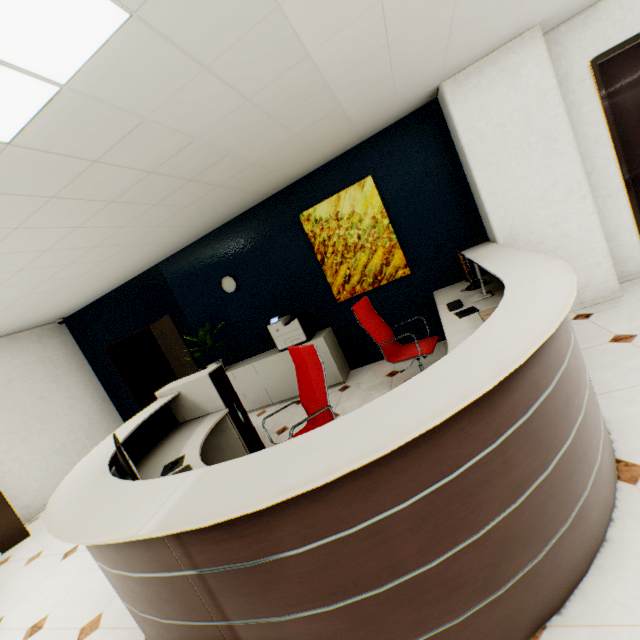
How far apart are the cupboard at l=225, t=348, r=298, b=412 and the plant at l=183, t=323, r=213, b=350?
0.6m

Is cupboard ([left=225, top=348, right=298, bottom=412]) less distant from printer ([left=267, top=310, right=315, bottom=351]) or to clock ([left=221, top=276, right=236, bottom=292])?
printer ([left=267, top=310, right=315, bottom=351])

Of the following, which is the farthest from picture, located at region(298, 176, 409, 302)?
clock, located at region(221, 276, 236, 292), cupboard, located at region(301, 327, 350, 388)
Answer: clock, located at region(221, 276, 236, 292)

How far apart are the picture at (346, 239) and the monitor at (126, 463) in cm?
335

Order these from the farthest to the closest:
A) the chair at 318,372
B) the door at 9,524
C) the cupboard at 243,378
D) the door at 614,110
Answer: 1. the cupboard at 243,378
2. the door at 9,524
3. the door at 614,110
4. the chair at 318,372

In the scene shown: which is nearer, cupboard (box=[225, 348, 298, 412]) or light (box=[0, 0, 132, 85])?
light (box=[0, 0, 132, 85])

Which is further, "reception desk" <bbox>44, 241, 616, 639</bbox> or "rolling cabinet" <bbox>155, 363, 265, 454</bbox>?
"rolling cabinet" <bbox>155, 363, 265, 454</bbox>

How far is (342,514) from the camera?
Result: 1.1m
